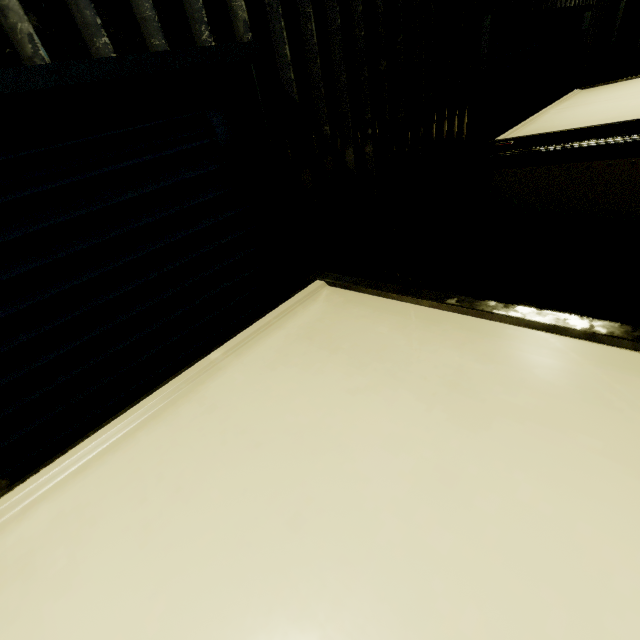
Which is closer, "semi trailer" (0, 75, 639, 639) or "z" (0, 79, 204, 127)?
"semi trailer" (0, 75, 639, 639)

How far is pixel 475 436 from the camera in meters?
0.6

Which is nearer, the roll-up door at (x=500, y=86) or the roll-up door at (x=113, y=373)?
the roll-up door at (x=113, y=373)

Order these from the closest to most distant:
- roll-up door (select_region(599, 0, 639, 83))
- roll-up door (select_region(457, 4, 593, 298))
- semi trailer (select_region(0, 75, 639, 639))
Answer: semi trailer (select_region(0, 75, 639, 639)) < roll-up door (select_region(457, 4, 593, 298)) < roll-up door (select_region(599, 0, 639, 83))

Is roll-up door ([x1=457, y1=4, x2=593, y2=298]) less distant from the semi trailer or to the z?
the semi trailer

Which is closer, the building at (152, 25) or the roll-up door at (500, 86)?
the building at (152, 25)

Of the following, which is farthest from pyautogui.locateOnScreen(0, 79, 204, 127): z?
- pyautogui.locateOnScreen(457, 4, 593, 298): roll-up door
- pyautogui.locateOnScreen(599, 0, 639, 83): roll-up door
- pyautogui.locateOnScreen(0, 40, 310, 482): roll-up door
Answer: pyautogui.locateOnScreen(599, 0, 639, 83): roll-up door

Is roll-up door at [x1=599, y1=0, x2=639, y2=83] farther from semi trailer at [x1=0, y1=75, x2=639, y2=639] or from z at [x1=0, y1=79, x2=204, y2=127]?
z at [x1=0, y1=79, x2=204, y2=127]
